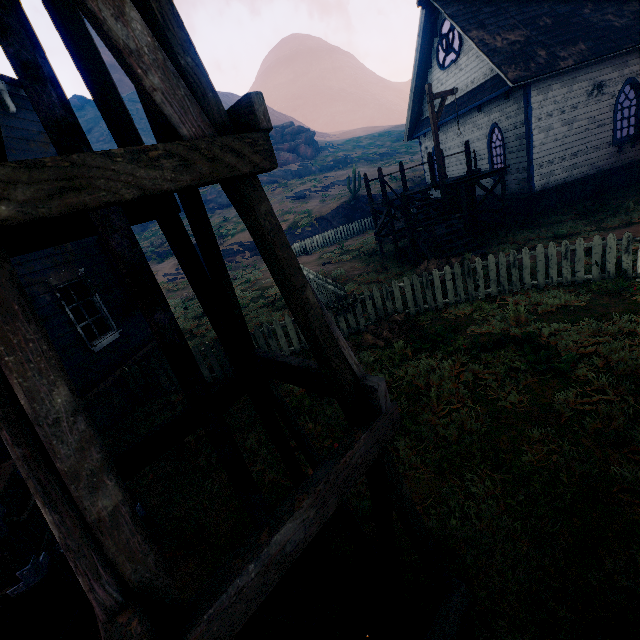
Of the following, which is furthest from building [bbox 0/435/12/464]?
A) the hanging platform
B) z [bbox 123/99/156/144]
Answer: the hanging platform

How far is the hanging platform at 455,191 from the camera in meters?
10.5 m

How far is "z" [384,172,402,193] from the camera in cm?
2747

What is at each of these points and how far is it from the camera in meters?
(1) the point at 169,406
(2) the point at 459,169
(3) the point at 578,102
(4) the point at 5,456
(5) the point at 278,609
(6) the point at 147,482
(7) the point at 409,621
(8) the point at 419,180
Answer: (1) z, 7.5 m
(2) building, 17.7 m
(3) building, 12.2 m
(4) building, 5.0 m
(5) z, 3.0 m
(6) z, 5.2 m
(7) z, 2.7 m
(8) z, 28.5 m

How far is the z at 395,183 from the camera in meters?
27.5

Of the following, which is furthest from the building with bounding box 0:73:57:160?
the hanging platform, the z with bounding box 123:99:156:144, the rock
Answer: the rock

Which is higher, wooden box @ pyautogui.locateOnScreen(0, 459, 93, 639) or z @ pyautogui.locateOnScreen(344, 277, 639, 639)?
wooden box @ pyautogui.locateOnScreen(0, 459, 93, 639)
